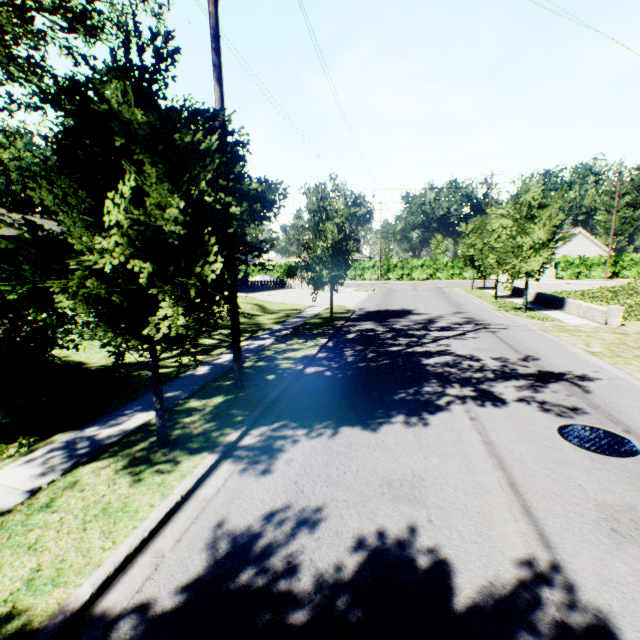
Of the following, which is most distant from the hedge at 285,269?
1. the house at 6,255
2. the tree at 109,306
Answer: the tree at 109,306

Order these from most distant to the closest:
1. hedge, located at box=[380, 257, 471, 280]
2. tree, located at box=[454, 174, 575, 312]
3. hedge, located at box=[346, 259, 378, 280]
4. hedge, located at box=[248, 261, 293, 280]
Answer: hedge, located at box=[248, 261, 293, 280]
hedge, located at box=[346, 259, 378, 280]
hedge, located at box=[380, 257, 471, 280]
tree, located at box=[454, 174, 575, 312]

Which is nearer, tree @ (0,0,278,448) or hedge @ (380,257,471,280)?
tree @ (0,0,278,448)

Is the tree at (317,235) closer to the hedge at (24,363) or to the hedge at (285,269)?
the hedge at (24,363)

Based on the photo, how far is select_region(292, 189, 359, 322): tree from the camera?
15.22m

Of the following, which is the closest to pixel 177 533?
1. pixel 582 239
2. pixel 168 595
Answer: pixel 168 595

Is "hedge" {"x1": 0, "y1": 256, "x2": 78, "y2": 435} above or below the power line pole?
below

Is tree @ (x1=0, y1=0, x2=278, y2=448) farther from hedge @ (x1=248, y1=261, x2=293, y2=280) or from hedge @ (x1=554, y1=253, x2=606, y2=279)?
hedge @ (x1=248, y1=261, x2=293, y2=280)
